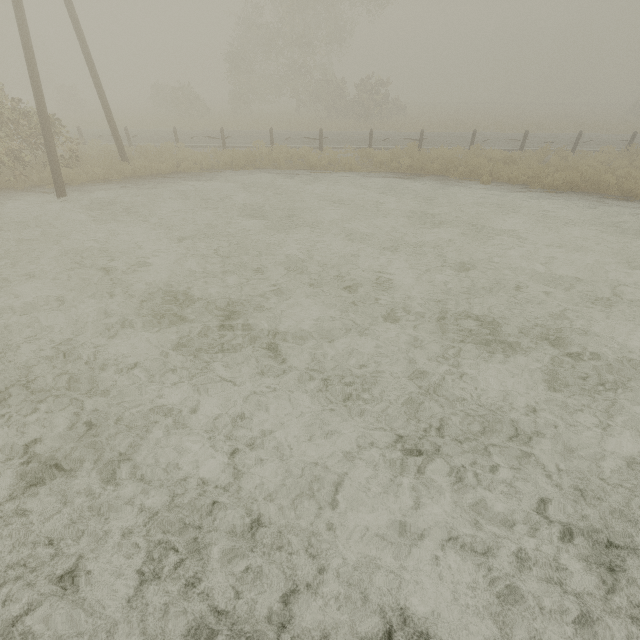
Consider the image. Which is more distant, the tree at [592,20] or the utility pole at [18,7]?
the tree at [592,20]

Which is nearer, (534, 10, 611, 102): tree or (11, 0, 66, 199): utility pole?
(11, 0, 66, 199): utility pole

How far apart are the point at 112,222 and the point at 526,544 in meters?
11.1 m

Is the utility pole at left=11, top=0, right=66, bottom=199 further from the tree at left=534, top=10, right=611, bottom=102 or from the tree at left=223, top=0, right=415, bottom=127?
the tree at left=534, top=10, right=611, bottom=102

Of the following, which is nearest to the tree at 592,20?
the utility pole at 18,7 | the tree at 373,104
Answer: the tree at 373,104

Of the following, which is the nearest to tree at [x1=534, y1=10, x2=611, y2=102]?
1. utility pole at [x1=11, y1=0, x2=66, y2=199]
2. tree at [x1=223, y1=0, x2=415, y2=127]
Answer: tree at [x1=223, y1=0, x2=415, y2=127]

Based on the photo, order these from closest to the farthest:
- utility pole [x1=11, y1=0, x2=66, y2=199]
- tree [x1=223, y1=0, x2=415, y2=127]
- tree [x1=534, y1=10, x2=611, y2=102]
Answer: utility pole [x1=11, y1=0, x2=66, y2=199] → tree [x1=223, y1=0, x2=415, y2=127] → tree [x1=534, y1=10, x2=611, y2=102]
